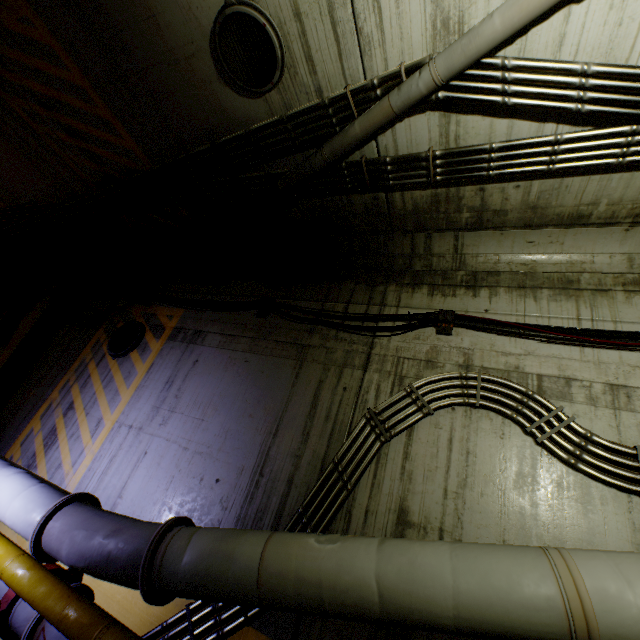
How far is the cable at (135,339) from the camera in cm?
619

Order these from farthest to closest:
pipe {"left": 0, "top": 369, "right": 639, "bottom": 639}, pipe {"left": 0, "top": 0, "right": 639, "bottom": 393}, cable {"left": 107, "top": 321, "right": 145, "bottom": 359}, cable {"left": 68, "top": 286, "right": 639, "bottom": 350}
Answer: cable {"left": 107, "top": 321, "right": 145, "bottom": 359} → cable {"left": 68, "top": 286, "right": 639, "bottom": 350} → pipe {"left": 0, "top": 0, "right": 639, "bottom": 393} → pipe {"left": 0, "top": 369, "right": 639, "bottom": 639}

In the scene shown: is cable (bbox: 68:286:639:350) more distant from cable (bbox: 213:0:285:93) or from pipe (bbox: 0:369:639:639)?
cable (bbox: 213:0:285:93)

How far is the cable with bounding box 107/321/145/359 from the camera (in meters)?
6.19

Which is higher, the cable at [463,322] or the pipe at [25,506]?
the cable at [463,322]

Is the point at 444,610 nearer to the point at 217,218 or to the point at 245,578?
the point at 245,578

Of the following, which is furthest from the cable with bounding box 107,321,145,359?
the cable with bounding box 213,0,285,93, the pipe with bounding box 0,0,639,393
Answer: the cable with bounding box 213,0,285,93
